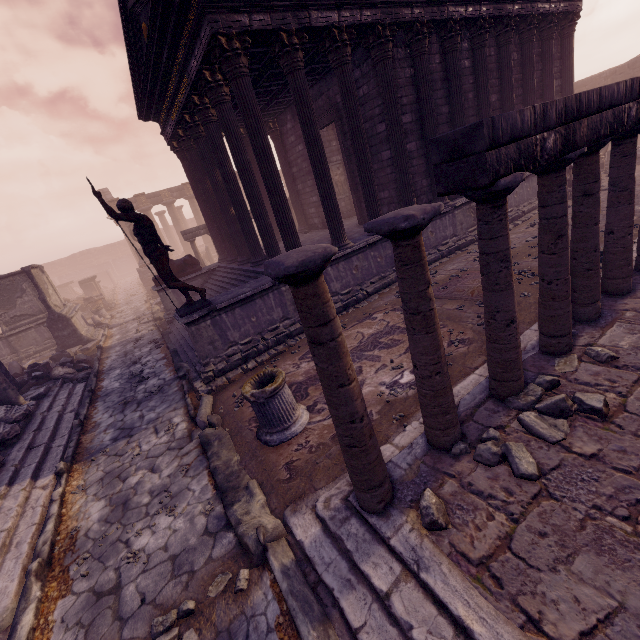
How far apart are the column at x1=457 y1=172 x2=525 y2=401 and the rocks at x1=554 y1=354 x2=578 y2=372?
0.6 meters

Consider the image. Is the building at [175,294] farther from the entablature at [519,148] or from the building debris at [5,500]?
the entablature at [519,148]

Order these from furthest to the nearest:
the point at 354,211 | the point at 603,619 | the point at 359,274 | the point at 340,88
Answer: the point at 354,211, the point at 359,274, the point at 340,88, the point at 603,619

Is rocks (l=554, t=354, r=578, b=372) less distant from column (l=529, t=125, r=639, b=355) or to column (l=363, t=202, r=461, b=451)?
column (l=529, t=125, r=639, b=355)

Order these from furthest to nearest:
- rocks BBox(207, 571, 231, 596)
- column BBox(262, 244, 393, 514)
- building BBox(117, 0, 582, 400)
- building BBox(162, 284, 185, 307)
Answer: building BBox(162, 284, 185, 307), building BBox(117, 0, 582, 400), rocks BBox(207, 571, 231, 596), column BBox(262, 244, 393, 514)

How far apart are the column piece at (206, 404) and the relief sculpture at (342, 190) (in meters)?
12.30

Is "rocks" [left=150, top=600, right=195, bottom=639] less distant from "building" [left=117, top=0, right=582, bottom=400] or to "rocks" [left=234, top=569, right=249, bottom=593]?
"rocks" [left=234, top=569, right=249, bottom=593]

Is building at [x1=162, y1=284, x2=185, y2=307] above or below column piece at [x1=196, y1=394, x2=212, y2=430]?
above
